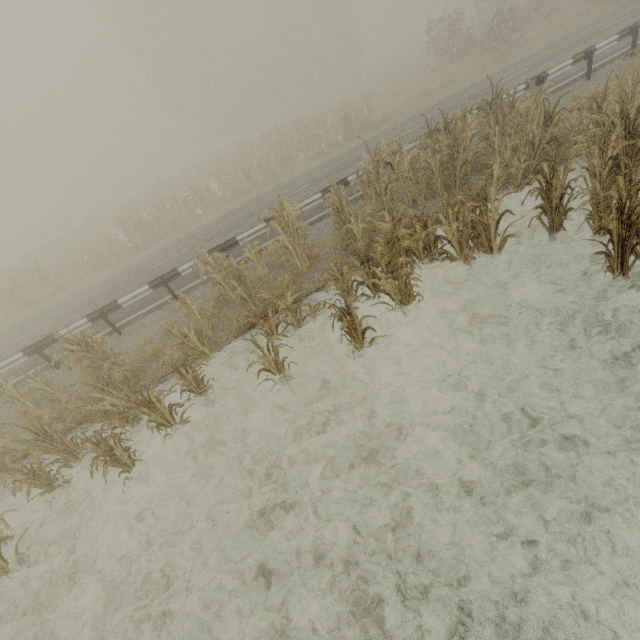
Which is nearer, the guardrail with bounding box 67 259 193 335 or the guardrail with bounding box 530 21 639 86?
the guardrail with bounding box 67 259 193 335

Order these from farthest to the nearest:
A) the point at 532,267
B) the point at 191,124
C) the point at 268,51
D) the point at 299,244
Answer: the point at 268,51
the point at 191,124
the point at 299,244
the point at 532,267

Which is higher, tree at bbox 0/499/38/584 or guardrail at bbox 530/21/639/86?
guardrail at bbox 530/21/639/86

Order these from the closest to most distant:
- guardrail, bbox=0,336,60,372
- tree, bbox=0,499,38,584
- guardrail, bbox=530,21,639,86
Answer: tree, bbox=0,499,38,584
guardrail, bbox=0,336,60,372
guardrail, bbox=530,21,639,86

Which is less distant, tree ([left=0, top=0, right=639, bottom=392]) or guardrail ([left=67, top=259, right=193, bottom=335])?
tree ([left=0, top=0, right=639, bottom=392])

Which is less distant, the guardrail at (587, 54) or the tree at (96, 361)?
the tree at (96, 361)

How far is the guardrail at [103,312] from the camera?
9.5m
